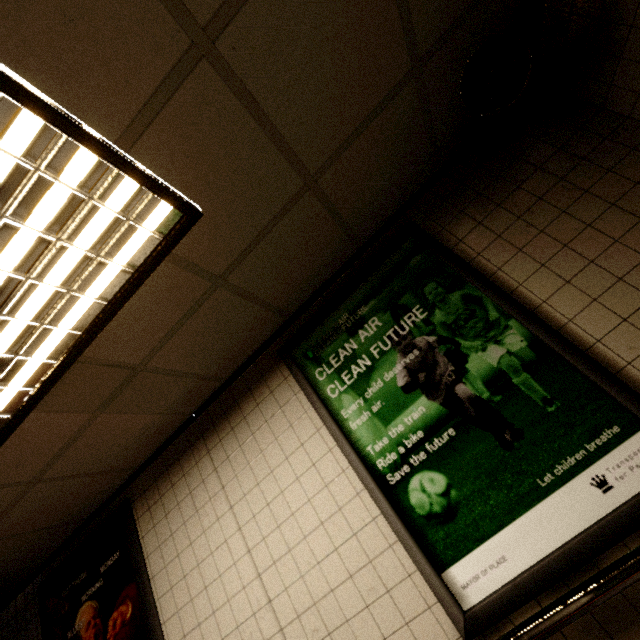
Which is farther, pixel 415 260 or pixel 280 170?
pixel 415 260

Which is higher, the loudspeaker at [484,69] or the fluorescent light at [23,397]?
the fluorescent light at [23,397]

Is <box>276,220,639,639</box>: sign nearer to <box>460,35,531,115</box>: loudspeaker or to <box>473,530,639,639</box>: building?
<box>473,530,639,639</box>: building

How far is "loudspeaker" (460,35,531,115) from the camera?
1.4m

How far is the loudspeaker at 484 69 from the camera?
1.4 meters

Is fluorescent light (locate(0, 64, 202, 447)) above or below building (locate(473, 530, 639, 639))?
above

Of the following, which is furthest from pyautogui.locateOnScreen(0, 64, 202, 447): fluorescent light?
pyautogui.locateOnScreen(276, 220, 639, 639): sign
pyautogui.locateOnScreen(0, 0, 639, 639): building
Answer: pyautogui.locateOnScreen(276, 220, 639, 639): sign

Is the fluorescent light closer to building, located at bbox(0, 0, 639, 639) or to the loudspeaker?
building, located at bbox(0, 0, 639, 639)
